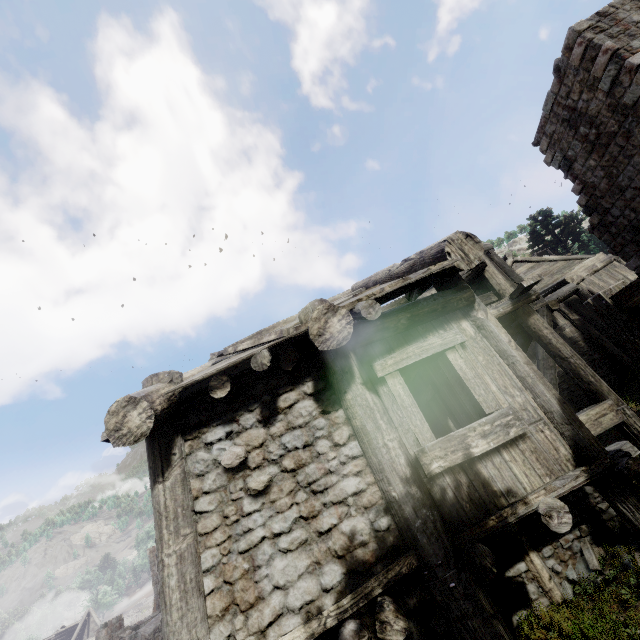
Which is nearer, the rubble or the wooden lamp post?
the wooden lamp post

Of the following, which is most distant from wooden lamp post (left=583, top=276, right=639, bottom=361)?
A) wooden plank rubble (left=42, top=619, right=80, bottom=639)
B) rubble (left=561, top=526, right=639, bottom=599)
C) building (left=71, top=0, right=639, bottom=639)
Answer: wooden plank rubble (left=42, top=619, right=80, bottom=639)

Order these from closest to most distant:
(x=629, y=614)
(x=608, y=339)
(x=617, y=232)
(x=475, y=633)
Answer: (x=475, y=633) < (x=629, y=614) < (x=617, y=232) < (x=608, y=339)

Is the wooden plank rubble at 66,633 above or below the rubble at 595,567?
above

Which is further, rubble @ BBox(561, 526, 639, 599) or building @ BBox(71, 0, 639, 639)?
rubble @ BBox(561, 526, 639, 599)

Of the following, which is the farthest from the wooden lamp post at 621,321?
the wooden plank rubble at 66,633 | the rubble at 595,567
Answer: the wooden plank rubble at 66,633

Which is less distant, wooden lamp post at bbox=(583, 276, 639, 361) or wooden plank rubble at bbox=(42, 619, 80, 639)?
wooden lamp post at bbox=(583, 276, 639, 361)

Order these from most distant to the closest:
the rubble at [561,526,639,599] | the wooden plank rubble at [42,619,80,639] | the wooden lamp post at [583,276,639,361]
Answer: the wooden plank rubble at [42,619,80,639] → the rubble at [561,526,639,599] → the wooden lamp post at [583,276,639,361]
